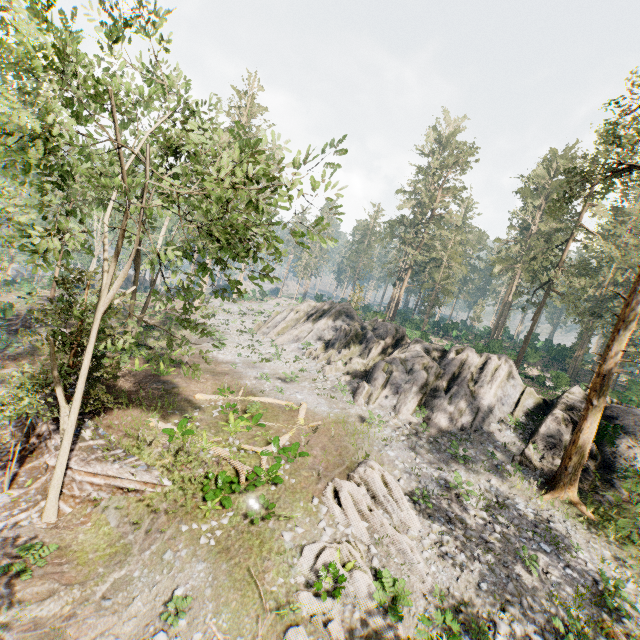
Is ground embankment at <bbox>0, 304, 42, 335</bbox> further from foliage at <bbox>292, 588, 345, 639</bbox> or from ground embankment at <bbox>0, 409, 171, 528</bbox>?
ground embankment at <bbox>0, 409, 171, 528</bbox>

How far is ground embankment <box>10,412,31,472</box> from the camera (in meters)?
15.27

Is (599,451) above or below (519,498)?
above

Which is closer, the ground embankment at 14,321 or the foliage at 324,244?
the foliage at 324,244

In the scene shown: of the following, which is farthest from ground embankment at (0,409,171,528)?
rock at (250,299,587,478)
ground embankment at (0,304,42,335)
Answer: rock at (250,299,587,478)

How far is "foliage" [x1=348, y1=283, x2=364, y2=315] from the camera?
44.1 meters

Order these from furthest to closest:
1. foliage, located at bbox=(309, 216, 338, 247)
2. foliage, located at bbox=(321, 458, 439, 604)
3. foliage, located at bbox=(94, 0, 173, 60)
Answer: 1. foliage, located at bbox=(321, 458, 439, 604)
2. foliage, located at bbox=(94, 0, 173, 60)
3. foliage, located at bbox=(309, 216, 338, 247)

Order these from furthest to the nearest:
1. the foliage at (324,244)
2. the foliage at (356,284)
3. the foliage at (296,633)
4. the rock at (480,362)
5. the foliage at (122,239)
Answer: the foliage at (356,284), the rock at (480,362), the foliage at (296,633), the foliage at (324,244), the foliage at (122,239)
